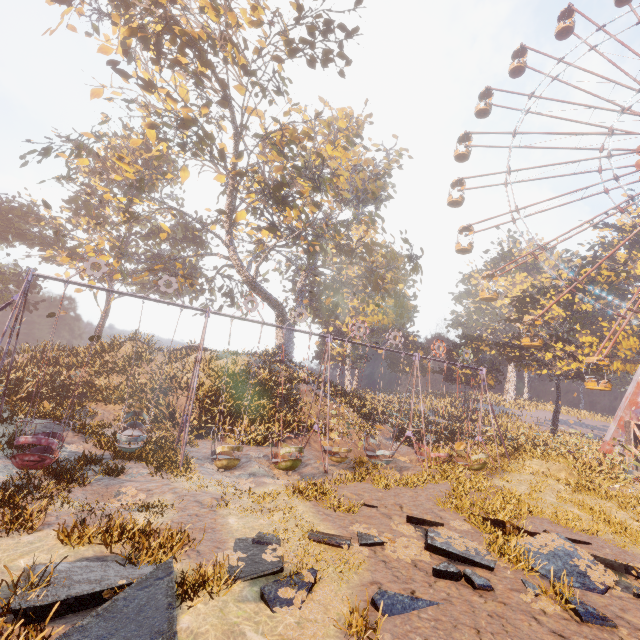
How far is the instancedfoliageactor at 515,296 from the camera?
36.5 meters

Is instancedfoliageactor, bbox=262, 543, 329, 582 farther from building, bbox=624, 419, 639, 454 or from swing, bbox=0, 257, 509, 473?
building, bbox=624, 419, 639, 454

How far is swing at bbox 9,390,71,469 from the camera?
9.24m

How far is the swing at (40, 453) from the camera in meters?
9.2 m

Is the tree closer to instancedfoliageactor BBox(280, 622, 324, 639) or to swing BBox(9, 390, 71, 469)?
swing BBox(9, 390, 71, 469)

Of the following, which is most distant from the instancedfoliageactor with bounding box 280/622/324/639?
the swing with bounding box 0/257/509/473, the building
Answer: the building

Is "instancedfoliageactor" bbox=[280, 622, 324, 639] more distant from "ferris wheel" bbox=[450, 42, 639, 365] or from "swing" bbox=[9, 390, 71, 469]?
"ferris wheel" bbox=[450, 42, 639, 365]

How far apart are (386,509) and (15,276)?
49.3m
